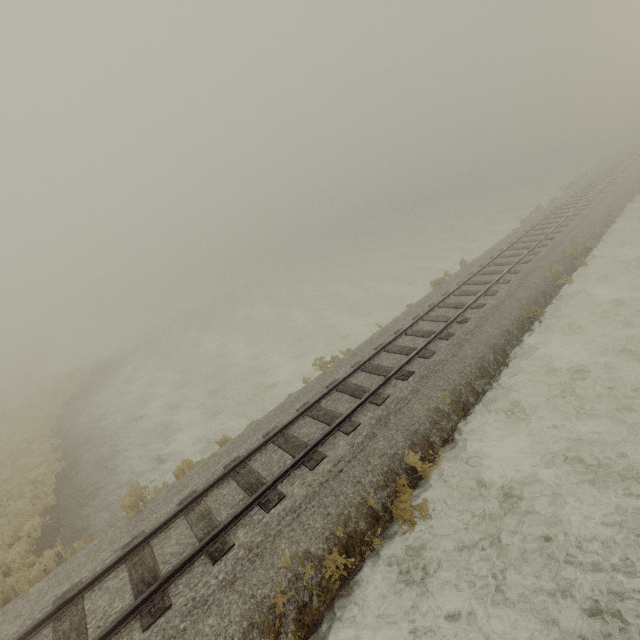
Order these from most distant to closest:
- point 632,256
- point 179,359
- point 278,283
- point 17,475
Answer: point 278,283
point 179,359
point 632,256
point 17,475
